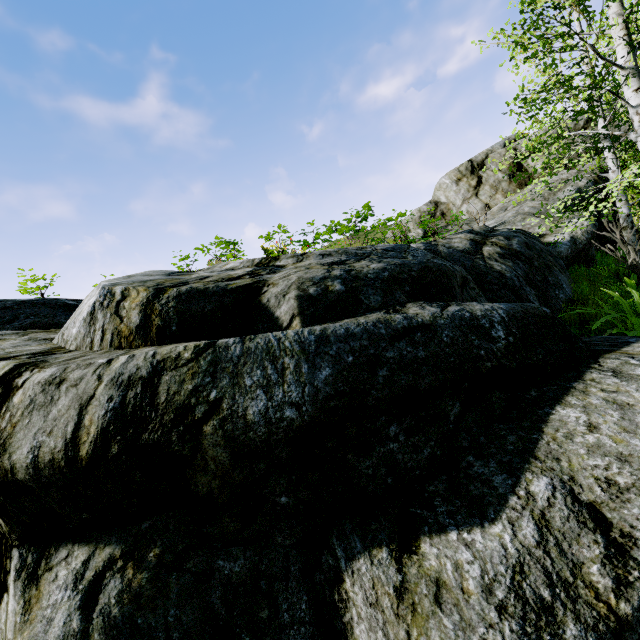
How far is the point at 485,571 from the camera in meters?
1.5 m

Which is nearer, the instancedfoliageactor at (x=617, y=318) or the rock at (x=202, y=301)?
the rock at (x=202, y=301)

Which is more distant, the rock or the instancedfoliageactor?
the instancedfoliageactor
